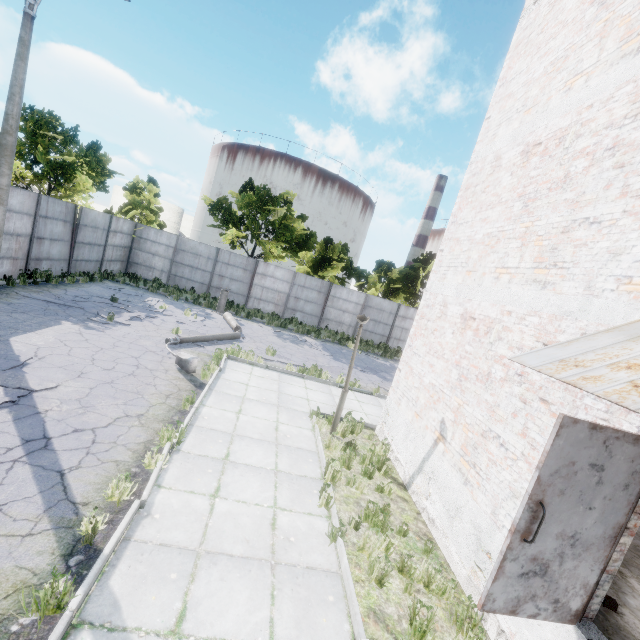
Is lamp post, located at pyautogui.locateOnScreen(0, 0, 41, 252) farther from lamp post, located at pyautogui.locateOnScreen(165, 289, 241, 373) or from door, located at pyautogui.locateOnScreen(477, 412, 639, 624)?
door, located at pyautogui.locateOnScreen(477, 412, 639, 624)

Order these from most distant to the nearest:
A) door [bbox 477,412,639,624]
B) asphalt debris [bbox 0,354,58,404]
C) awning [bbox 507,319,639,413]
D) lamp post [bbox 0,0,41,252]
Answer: lamp post [bbox 0,0,41,252] → asphalt debris [bbox 0,354,58,404] → door [bbox 477,412,639,624] → awning [bbox 507,319,639,413]

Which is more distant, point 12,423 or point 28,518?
point 12,423

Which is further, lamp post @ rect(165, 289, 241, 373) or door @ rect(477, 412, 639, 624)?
lamp post @ rect(165, 289, 241, 373)

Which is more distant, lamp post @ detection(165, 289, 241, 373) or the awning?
lamp post @ detection(165, 289, 241, 373)

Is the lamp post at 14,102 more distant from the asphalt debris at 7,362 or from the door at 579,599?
the door at 579,599

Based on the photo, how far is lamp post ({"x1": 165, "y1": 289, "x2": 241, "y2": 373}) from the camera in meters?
9.3 m

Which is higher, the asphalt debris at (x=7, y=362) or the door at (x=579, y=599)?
the door at (x=579, y=599)
